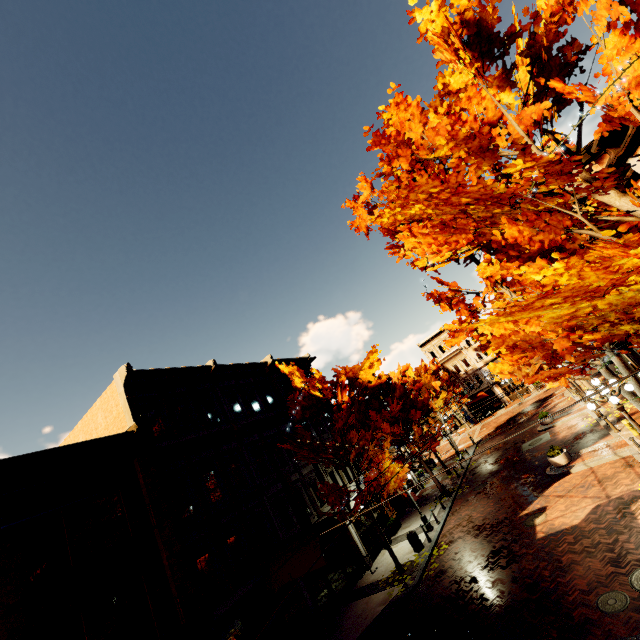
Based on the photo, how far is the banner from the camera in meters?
16.9 m

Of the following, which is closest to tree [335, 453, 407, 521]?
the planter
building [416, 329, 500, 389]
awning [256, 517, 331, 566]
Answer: building [416, 329, 500, 389]

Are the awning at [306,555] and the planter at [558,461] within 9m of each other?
no

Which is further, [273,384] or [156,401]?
[273,384]

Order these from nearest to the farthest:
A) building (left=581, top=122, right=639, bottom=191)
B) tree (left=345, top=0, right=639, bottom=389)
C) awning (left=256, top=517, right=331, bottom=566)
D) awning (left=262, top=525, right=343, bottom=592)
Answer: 1. tree (left=345, top=0, right=639, bottom=389)
2. building (left=581, top=122, right=639, bottom=191)
3. awning (left=262, top=525, right=343, bottom=592)
4. awning (left=256, top=517, right=331, bottom=566)

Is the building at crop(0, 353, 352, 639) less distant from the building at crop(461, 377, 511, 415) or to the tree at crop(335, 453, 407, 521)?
the tree at crop(335, 453, 407, 521)

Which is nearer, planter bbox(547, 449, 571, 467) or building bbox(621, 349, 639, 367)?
planter bbox(547, 449, 571, 467)

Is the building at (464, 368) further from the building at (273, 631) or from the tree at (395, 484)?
the building at (273, 631)
